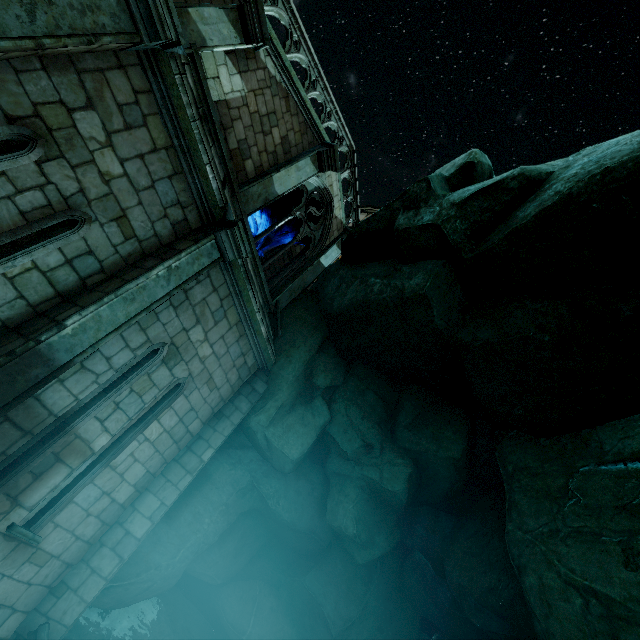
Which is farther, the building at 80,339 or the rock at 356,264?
the rock at 356,264

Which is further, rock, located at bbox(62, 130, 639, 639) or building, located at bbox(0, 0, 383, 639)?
rock, located at bbox(62, 130, 639, 639)

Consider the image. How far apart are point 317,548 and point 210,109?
12.1 meters
